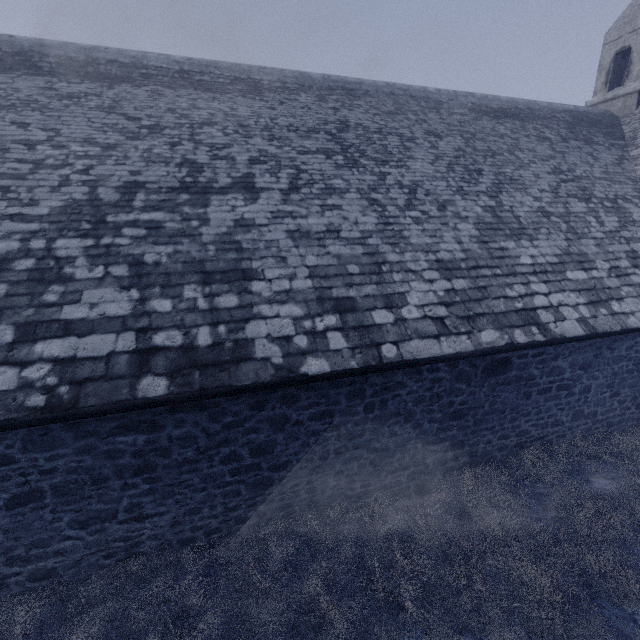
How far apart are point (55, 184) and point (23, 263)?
1.8 meters

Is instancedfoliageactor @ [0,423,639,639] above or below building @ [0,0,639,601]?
below

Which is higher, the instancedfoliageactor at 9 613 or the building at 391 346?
the building at 391 346
